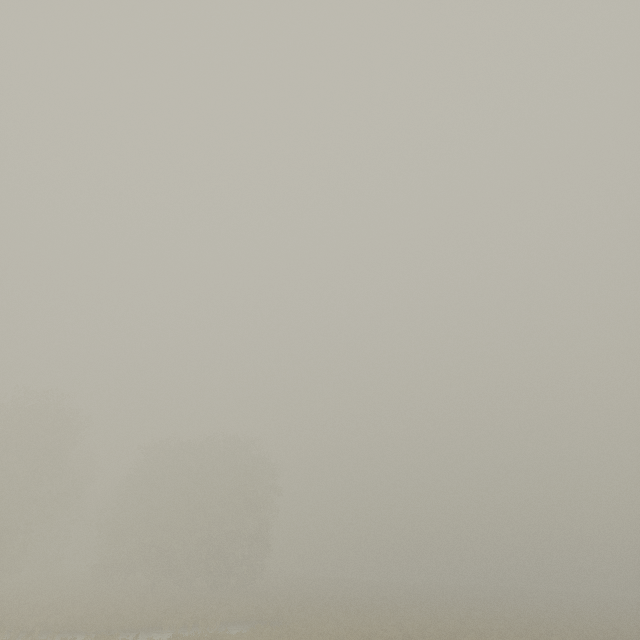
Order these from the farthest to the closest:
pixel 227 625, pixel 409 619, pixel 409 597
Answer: pixel 409 597 → pixel 409 619 → pixel 227 625
